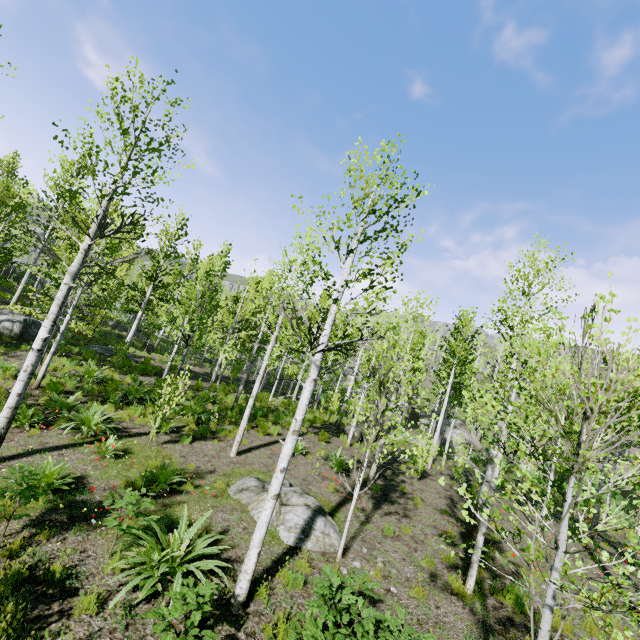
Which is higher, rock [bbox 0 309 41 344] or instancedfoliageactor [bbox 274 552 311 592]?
rock [bbox 0 309 41 344]

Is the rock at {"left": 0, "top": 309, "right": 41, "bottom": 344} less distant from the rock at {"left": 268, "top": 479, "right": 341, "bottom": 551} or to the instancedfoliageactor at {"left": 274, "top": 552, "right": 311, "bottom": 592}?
the instancedfoliageactor at {"left": 274, "top": 552, "right": 311, "bottom": 592}

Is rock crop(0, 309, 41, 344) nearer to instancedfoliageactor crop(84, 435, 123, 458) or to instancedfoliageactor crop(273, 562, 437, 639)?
instancedfoliageactor crop(273, 562, 437, 639)

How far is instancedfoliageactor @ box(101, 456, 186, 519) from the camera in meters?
5.6

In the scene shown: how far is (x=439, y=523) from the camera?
10.0m

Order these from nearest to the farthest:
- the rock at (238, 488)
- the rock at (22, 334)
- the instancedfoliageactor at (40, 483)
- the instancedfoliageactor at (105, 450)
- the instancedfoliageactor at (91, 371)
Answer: the instancedfoliageactor at (91, 371) → the instancedfoliageactor at (40, 483) → the rock at (238, 488) → the instancedfoliageactor at (105, 450) → the rock at (22, 334)

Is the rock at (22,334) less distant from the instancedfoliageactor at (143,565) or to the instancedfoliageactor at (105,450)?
the instancedfoliageactor at (143,565)

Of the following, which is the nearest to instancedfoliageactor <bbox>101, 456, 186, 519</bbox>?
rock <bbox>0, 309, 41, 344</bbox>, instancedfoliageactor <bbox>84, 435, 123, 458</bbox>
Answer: rock <bbox>0, 309, 41, 344</bbox>
